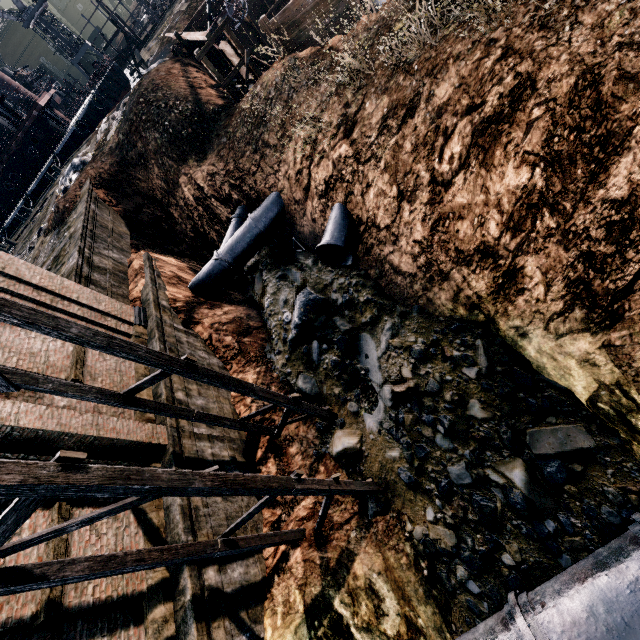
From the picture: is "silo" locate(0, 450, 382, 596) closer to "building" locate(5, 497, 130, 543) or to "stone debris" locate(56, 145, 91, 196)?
"building" locate(5, 497, 130, 543)

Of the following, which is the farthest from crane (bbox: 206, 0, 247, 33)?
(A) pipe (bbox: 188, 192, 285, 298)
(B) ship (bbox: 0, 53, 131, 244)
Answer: (B) ship (bbox: 0, 53, 131, 244)

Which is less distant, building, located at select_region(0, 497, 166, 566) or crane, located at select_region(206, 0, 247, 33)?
building, located at select_region(0, 497, 166, 566)

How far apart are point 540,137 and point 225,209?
17.1m

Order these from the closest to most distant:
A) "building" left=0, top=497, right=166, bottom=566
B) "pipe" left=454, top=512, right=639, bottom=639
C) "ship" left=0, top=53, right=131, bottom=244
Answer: "pipe" left=454, top=512, right=639, bottom=639, "building" left=0, top=497, right=166, bottom=566, "ship" left=0, top=53, right=131, bottom=244

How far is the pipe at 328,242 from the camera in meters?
13.2 m

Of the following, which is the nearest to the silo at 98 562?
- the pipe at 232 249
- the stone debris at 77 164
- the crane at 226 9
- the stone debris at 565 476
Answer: the stone debris at 565 476

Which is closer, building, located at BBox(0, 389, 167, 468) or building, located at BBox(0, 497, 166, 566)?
building, located at BBox(0, 497, 166, 566)
